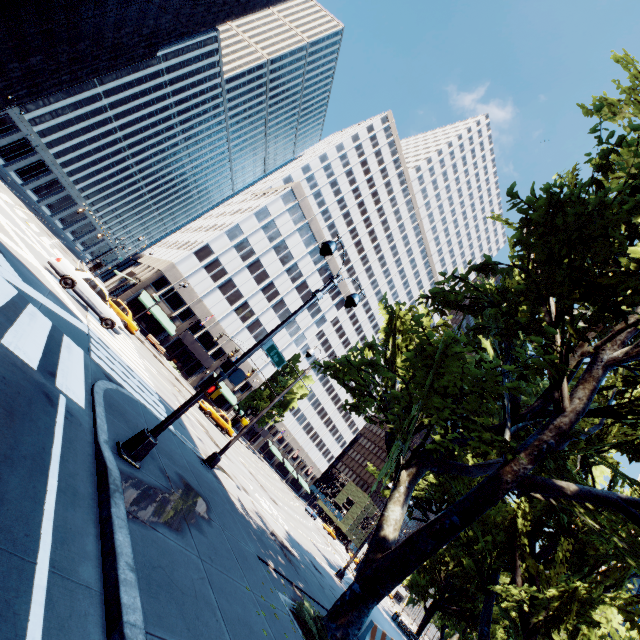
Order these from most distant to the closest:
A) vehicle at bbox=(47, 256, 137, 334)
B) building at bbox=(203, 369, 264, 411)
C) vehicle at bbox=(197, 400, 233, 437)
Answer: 1. building at bbox=(203, 369, 264, 411)
2. vehicle at bbox=(197, 400, 233, 437)
3. vehicle at bbox=(47, 256, 137, 334)

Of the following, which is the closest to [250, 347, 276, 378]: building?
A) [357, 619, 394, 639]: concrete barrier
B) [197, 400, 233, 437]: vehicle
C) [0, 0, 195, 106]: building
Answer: [197, 400, 233, 437]: vehicle

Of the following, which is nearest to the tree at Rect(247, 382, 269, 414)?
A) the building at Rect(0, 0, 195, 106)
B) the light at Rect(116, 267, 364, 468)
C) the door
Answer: the light at Rect(116, 267, 364, 468)

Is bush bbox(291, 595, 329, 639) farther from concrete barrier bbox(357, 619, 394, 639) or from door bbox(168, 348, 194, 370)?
door bbox(168, 348, 194, 370)

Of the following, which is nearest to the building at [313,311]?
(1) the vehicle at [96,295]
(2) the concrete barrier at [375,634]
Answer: (1) the vehicle at [96,295]

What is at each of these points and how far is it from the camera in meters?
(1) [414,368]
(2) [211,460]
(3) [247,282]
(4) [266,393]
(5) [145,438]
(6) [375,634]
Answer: (1) tree, 8.4 m
(2) light, 13.7 m
(3) building, 50.7 m
(4) tree, 58.0 m
(5) light, 7.0 m
(6) concrete barrier, 13.3 m

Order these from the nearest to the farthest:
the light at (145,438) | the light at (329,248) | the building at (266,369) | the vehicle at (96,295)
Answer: the light at (145,438), the light at (329,248), the vehicle at (96,295), the building at (266,369)

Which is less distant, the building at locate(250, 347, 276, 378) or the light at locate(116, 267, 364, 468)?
the light at locate(116, 267, 364, 468)
